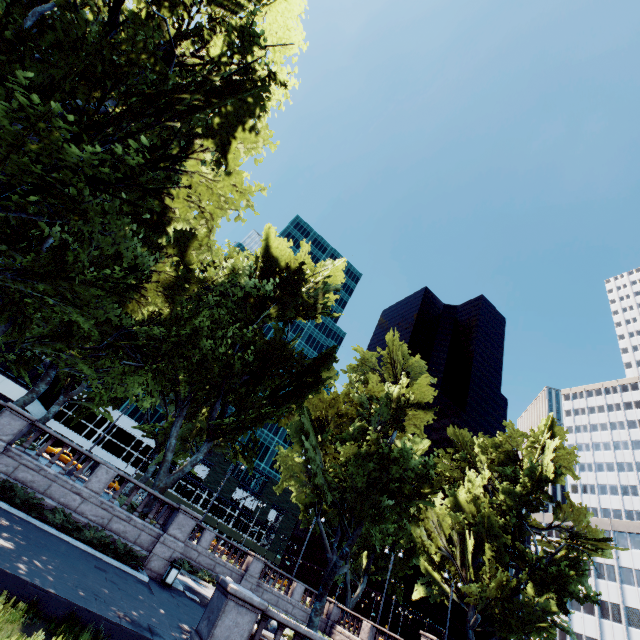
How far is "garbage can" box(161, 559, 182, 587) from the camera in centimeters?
1598cm

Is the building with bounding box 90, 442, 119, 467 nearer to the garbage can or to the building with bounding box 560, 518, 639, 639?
the building with bounding box 560, 518, 639, 639

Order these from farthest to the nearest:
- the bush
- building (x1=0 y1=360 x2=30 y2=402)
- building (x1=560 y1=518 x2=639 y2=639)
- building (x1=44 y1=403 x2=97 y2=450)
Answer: building (x1=44 y1=403 x2=97 y2=450) → building (x1=0 y1=360 x2=30 y2=402) → building (x1=560 y1=518 x2=639 y2=639) → the bush

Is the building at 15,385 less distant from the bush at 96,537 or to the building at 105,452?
the building at 105,452

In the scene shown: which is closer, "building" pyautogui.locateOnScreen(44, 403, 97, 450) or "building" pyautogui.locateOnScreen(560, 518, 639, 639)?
"building" pyautogui.locateOnScreen(560, 518, 639, 639)

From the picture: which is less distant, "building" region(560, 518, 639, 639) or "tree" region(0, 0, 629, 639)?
"tree" region(0, 0, 629, 639)

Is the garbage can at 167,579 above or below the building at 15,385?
below

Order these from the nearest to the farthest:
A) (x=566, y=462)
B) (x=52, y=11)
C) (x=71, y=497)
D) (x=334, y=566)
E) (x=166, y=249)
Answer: (x=52, y=11), (x=71, y=497), (x=166, y=249), (x=334, y=566), (x=566, y=462)
